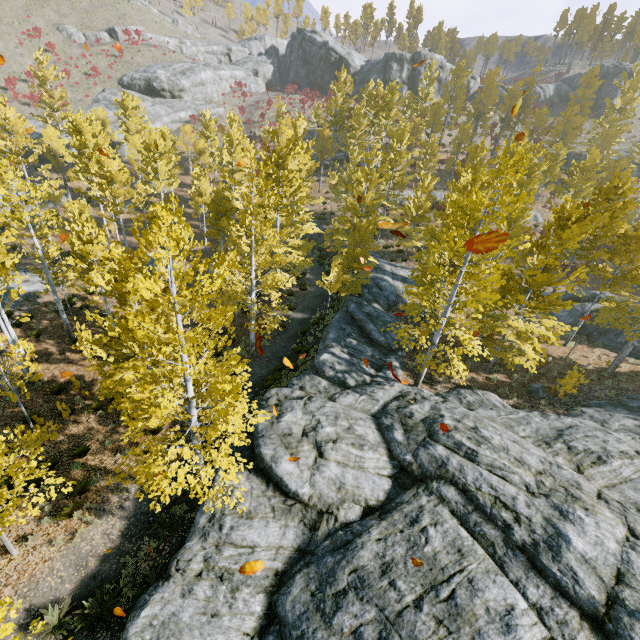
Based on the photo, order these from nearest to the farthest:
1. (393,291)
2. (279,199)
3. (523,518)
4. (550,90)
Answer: (523,518) < (279,199) < (393,291) < (550,90)

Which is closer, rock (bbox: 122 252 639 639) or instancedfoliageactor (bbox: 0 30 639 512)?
rock (bbox: 122 252 639 639)

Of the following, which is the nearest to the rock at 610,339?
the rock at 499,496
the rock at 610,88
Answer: the rock at 499,496

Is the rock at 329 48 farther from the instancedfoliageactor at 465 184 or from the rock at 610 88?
the rock at 610 88

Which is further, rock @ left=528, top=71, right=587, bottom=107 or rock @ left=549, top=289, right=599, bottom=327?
rock @ left=528, top=71, right=587, bottom=107

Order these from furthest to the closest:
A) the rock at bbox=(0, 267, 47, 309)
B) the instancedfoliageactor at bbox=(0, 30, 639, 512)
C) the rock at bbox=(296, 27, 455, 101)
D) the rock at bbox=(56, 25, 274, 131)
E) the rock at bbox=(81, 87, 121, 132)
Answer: the rock at bbox=(296, 27, 455, 101)
the rock at bbox=(56, 25, 274, 131)
the rock at bbox=(81, 87, 121, 132)
the rock at bbox=(0, 267, 47, 309)
the instancedfoliageactor at bbox=(0, 30, 639, 512)

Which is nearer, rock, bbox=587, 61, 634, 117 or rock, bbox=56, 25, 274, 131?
rock, bbox=56, 25, 274, 131

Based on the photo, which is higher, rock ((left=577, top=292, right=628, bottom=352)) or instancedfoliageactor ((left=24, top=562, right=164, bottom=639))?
rock ((left=577, top=292, right=628, bottom=352))
